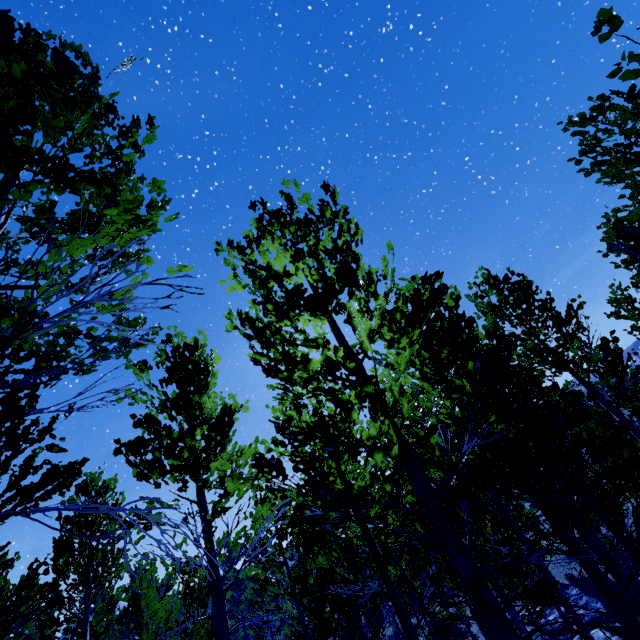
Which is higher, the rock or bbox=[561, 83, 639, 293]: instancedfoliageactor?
bbox=[561, 83, 639, 293]: instancedfoliageactor

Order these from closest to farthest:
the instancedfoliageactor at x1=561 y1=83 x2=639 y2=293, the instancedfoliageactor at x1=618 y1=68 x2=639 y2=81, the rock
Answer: the instancedfoliageactor at x1=618 y1=68 x2=639 y2=81 < the instancedfoliageactor at x1=561 y1=83 x2=639 y2=293 < the rock

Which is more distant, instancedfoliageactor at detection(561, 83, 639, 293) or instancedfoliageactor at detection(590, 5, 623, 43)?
instancedfoliageactor at detection(561, 83, 639, 293)

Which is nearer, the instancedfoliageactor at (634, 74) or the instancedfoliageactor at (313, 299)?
the instancedfoliageactor at (634, 74)

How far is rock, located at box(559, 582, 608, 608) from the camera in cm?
1764

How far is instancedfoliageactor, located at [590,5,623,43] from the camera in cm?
131

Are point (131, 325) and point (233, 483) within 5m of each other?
yes
